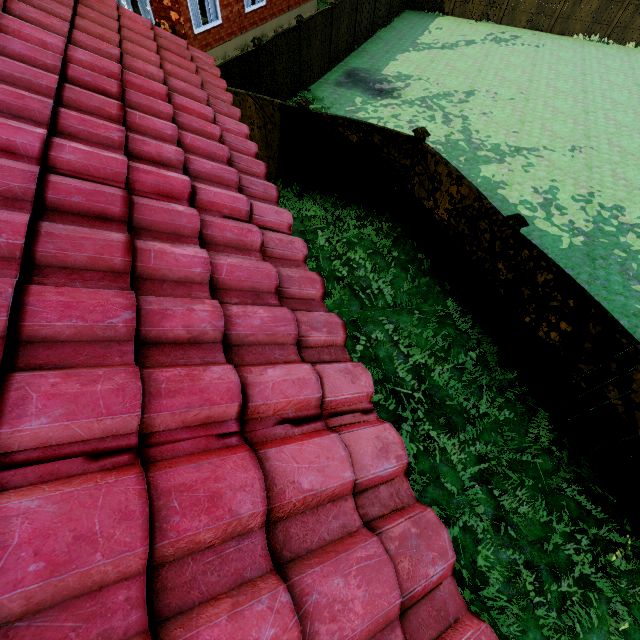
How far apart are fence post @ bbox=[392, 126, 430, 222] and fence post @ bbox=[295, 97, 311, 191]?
2.65m

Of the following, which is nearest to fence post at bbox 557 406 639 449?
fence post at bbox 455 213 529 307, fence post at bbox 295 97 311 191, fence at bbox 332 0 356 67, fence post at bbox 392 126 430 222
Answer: fence at bbox 332 0 356 67

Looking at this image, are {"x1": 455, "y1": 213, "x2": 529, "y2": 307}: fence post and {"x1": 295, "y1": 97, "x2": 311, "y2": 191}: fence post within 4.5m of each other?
no

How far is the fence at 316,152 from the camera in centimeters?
789cm

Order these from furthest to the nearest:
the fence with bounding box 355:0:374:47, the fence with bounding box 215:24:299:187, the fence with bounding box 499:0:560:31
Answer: the fence with bounding box 499:0:560:31 < the fence with bounding box 355:0:374:47 < the fence with bounding box 215:24:299:187

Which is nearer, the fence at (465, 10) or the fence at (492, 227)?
the fence at (492, 227)

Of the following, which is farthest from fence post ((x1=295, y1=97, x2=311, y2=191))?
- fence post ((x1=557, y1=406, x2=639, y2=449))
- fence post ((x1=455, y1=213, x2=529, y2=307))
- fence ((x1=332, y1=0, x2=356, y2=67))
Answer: fence post ((x1=557, y1=406, x2=639, y2=449))

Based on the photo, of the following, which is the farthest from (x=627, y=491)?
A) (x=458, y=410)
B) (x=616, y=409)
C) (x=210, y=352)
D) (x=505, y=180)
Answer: (x=505, y=180)
